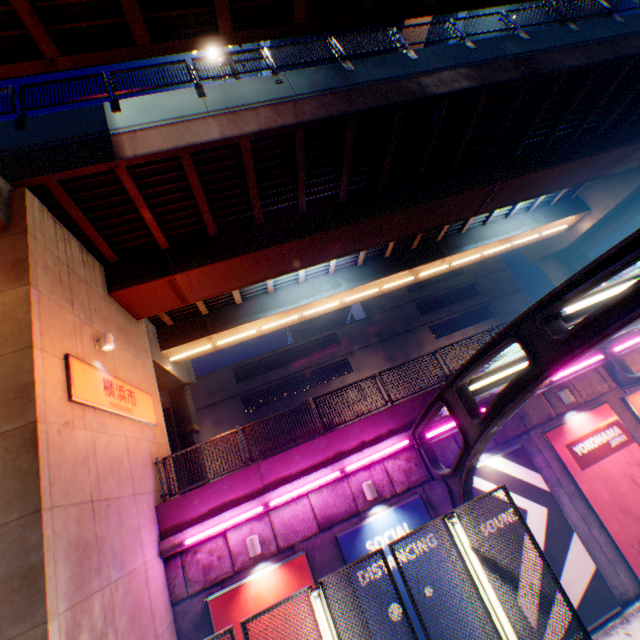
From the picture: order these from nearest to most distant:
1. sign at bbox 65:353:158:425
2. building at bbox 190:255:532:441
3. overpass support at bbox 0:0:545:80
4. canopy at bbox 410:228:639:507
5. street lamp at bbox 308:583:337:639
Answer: canopy at bbox 410:228:639:507 → street lamp at bbox 308:583:337:639 → overpass support at bbox 0:0:545:80 → sign at bbox 65:353:158:425 → building at bbox 190:255:532:441

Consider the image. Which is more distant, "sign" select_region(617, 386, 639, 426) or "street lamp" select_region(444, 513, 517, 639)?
"sign" select_region(617, 386, 639, 426)

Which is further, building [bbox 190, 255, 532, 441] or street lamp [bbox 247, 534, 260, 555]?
building [bbox 190, 255, 532, 441]

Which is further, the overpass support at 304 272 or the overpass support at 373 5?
the overpass support at 304 272

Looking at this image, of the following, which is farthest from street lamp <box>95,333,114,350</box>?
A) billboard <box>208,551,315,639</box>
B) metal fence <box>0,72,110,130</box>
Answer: billboard <box>208,551,315,639</box>

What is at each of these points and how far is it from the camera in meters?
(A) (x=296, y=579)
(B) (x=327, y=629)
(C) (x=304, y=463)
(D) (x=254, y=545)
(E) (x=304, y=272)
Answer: (A) billboard, 8.3 m
(B) street lamp, 4.8 m
(C) concrete block, 9.6 m
(D) street lamp, 8.3 m
(E) overpass support, 16.7 m

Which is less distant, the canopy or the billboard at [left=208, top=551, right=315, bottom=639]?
the canopy

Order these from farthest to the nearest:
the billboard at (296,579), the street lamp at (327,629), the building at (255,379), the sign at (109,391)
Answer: the building at (255,379) → the billboard at (296,579) → the sign at (109,391) → the street lamp at (327,629)
